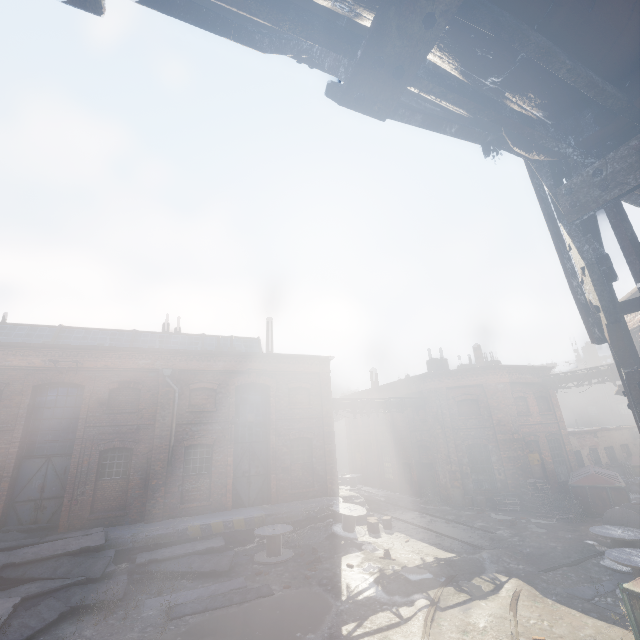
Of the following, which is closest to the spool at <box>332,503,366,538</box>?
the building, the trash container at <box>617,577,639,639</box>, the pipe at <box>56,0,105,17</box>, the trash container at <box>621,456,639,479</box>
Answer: the building

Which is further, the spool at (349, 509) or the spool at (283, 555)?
the spool at (349, 509)

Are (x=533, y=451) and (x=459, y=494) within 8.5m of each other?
yes

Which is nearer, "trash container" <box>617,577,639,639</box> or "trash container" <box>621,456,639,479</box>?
"trash container" <box>617,577,639,639</box>

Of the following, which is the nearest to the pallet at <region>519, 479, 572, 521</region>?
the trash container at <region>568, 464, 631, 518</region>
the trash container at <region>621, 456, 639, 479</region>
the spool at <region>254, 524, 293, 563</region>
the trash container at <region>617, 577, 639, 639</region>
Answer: the trash container at <region>568, 464, 631, 518</region>

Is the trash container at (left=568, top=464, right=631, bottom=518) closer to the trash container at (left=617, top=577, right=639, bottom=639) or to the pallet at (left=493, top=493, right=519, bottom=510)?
the pallet at (left=493, top=493, right=519, bottom=510)

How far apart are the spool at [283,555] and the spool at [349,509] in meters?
2.2 m

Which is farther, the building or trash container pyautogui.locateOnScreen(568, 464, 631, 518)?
trash container pyautogui.locateOnScreen(568, 464, 631, 518)
